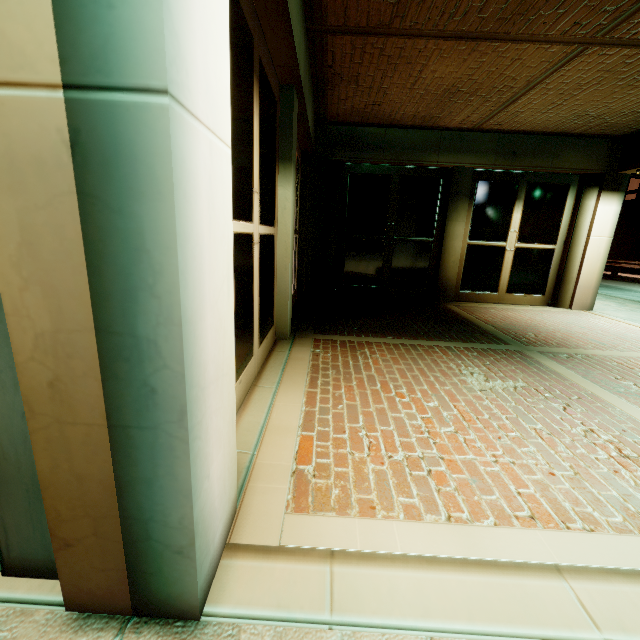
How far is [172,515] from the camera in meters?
1.1
